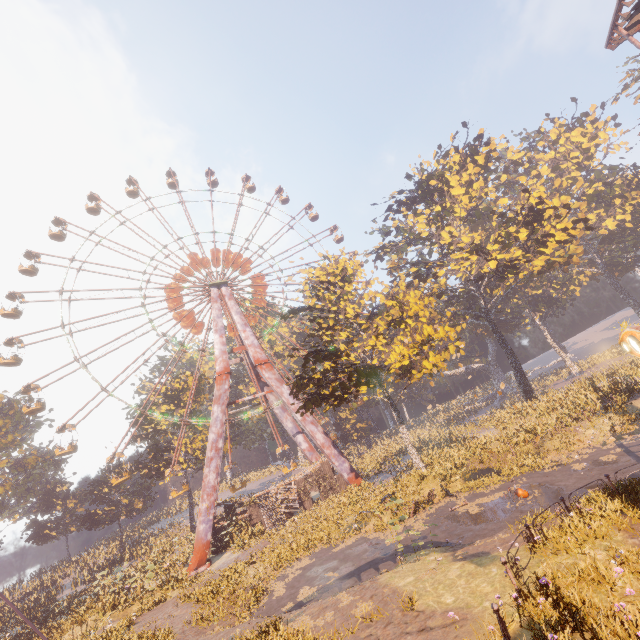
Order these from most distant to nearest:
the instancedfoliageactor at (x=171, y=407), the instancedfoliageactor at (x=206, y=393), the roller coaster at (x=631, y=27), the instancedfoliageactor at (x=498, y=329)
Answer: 1. the instancedfoliageactor at (x=206, y=393)
2. the instancedfoliageactor at (x=171, y=407)
3. the instancedfoliageactor at (x=498, y=329)
4. the roller coaster at (x=631, y=27)

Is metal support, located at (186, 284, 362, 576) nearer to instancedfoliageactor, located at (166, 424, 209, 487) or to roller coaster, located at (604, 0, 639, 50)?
instancedfoliageactor, located at (166, 424, 209, 487)

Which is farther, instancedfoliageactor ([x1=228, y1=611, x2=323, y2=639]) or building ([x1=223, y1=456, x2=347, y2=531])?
building ([x1=223, y1=456, x2=347, y2=531])

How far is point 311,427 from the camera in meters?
32.6

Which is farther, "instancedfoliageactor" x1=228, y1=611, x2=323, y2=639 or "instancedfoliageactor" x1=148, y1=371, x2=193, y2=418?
"instancedfoliageactor" x1=148, y1=371, x2=193, y2=418

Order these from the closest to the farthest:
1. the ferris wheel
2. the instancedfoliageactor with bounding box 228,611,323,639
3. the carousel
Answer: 1. the carousel
2. the instancedfoliageactor with bounding box 228,611,323,639
3. the ferris wheel

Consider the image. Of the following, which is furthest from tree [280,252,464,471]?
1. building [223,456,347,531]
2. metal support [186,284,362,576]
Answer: building [223,456,347,531]

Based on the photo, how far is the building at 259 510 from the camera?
29.7m
